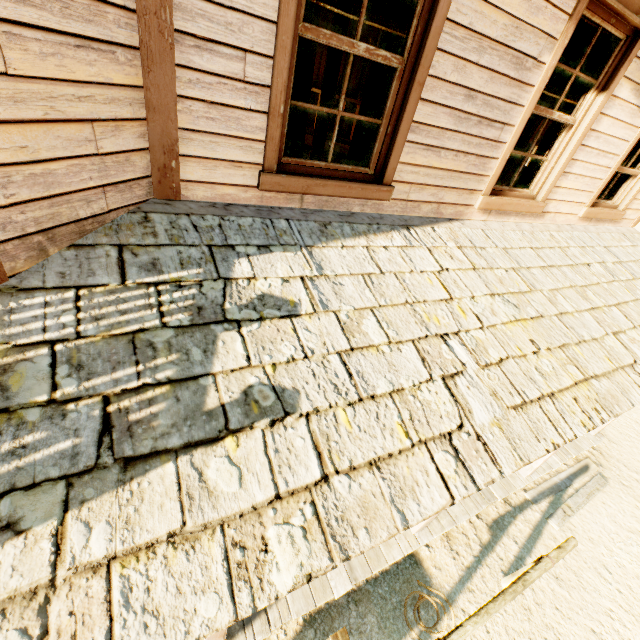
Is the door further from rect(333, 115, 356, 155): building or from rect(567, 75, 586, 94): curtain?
rect(567, 75, 586, 94): curtain

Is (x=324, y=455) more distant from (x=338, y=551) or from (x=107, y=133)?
(x=107, y=133)

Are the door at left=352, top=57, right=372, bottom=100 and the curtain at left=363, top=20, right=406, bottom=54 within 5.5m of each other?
no

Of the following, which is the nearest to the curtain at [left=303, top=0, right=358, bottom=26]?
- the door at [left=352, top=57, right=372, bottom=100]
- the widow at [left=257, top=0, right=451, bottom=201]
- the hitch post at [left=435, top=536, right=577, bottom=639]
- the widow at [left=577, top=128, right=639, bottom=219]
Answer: the widow at [left=257, top=0, right=451, bottom=201]

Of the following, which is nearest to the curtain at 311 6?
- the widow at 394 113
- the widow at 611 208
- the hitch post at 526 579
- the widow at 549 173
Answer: the widow at 394 113

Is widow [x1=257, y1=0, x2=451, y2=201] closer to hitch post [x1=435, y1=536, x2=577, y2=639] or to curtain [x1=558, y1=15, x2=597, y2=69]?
curtain [x1=558, y1=15, x2=597, y2=69]

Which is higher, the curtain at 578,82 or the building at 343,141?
the curtain at 578,82

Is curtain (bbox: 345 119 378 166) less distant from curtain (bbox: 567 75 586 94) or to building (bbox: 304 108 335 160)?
building (bbox: 304 108 335 160)
